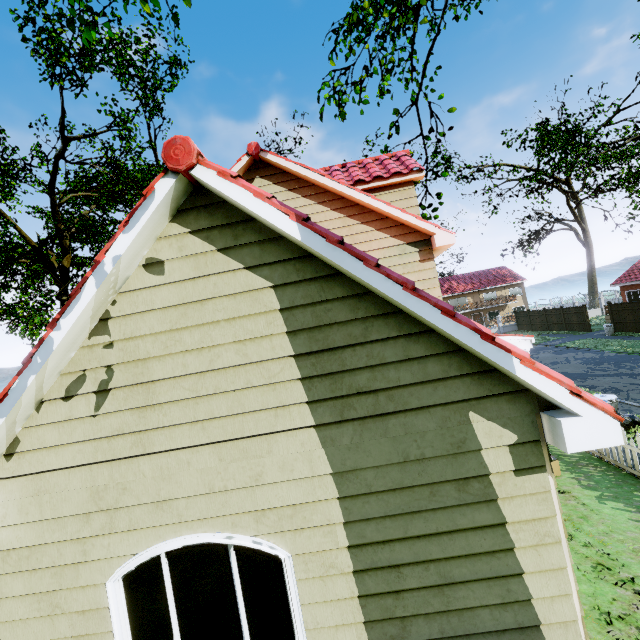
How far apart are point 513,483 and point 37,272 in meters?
39.3

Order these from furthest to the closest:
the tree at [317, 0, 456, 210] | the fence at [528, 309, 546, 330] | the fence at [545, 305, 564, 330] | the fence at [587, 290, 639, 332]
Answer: the fence at [528, 309, 546, 330], the fence at [545, 305, 564, 330], the fence at [587, 290, 639, 332], the tree at [317, 0, 456, 210]

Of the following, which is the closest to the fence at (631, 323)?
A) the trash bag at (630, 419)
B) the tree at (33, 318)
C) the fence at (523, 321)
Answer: the fence at (523, 321)

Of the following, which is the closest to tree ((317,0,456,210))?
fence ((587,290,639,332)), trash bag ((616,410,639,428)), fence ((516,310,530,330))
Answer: fence ((587,290,639,332))

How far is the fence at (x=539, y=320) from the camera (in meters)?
35.44

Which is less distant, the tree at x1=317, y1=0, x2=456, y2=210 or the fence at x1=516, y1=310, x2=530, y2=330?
the tree at x1=317, y1=0, x2=456, y2=210
